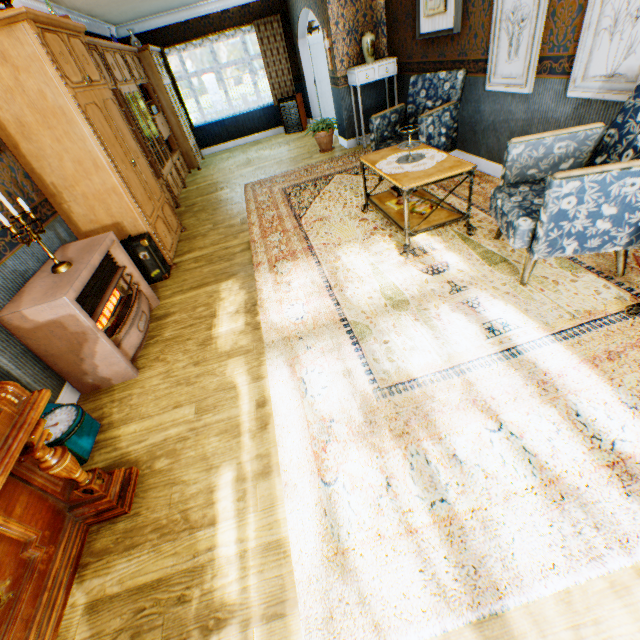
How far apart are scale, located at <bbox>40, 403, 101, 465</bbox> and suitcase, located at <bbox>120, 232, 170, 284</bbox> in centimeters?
193cm

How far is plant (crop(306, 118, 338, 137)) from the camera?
6.73m

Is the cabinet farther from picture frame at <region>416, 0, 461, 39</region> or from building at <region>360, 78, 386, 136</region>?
picture frame at <region>416, 0, 461, 39</region>

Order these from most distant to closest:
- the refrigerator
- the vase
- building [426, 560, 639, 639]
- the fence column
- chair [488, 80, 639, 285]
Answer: the fence column
the refrigerator
the vase
chair [488, 80, 639, 285]
building [426, 560, 639, 639]

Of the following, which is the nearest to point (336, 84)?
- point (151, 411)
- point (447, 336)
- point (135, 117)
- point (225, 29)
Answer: point (135, 117)

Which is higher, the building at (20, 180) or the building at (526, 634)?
the building at (20, 180)

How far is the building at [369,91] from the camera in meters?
6.4 m

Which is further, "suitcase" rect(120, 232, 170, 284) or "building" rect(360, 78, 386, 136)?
"building" rect(360, 78, 386, 136)
